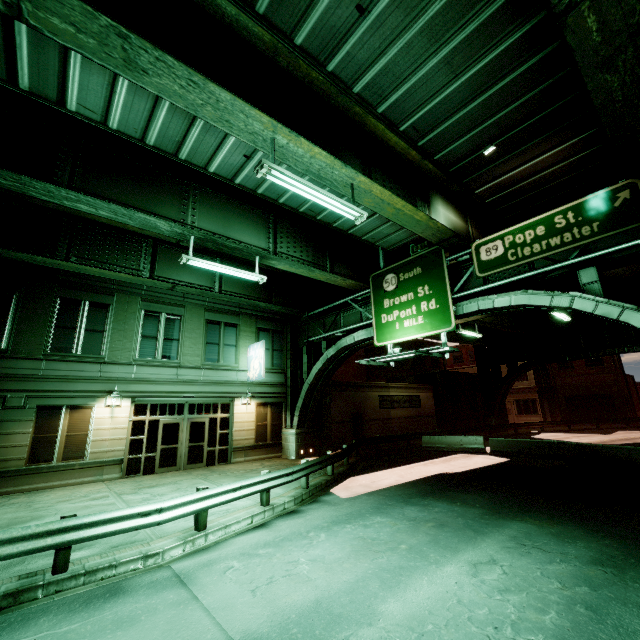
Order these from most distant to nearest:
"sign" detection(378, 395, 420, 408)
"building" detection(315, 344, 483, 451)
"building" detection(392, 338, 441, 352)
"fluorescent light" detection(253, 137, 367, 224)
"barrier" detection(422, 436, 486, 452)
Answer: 1. "building" detection(392, 338, 441, 352)
2. "sign" detection(378, 395, 420, 408)
3. "building" detection(315, 344, 483, 451)
4. "barrier" detection(422, 436, 486, 452)
5. "fluorescent light" detection(253, 137, 367, 224)

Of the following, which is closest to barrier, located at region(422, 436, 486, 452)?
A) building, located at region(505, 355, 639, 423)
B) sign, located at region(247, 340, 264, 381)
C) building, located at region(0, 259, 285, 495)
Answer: building, located at region(0, 259, 285, 495)

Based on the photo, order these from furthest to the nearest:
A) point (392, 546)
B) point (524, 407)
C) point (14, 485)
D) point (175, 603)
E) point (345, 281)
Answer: point (524, 407) → point (345, 281) → point (14, 485) → point (392, 546) → point (175, 603)

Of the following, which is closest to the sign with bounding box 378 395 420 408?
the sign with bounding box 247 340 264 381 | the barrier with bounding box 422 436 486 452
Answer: the barrier with bounding box 422 436 486 452

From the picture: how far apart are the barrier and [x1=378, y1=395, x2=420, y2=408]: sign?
4.89m

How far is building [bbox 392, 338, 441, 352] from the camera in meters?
36.3

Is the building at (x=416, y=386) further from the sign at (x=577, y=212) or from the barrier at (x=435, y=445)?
the sign at (x=577, y=212)

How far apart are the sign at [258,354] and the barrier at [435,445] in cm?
1232
